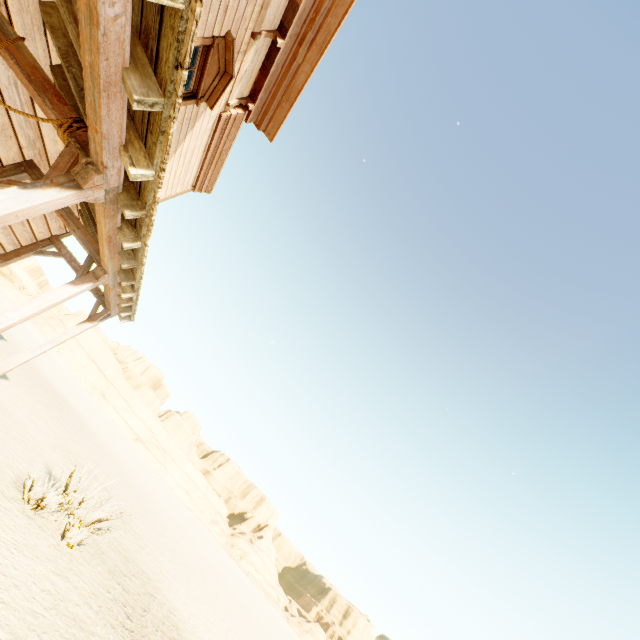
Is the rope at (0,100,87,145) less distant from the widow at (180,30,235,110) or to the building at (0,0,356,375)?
the building at (0,0,356,375)

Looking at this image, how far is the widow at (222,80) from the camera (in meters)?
4.84

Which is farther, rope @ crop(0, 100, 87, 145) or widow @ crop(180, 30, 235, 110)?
widow @ crop(180, 30, 235, 110)

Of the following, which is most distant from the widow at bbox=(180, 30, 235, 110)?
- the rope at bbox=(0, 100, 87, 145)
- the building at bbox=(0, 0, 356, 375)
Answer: the rope at bbox=(0, 100, 87, 145)

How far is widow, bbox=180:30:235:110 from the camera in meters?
4.8 m

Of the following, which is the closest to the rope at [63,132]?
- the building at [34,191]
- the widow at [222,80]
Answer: the building at [34,191]

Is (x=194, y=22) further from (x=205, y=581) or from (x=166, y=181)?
(x=205, y=581)
